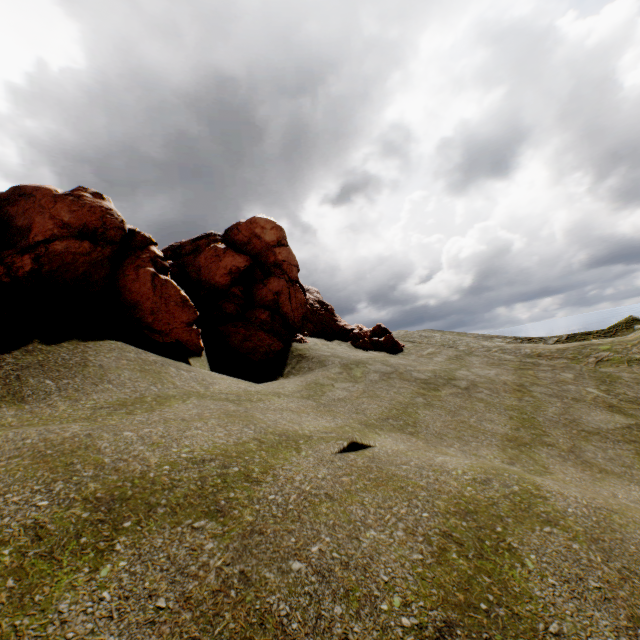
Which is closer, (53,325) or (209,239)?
(53,325)
